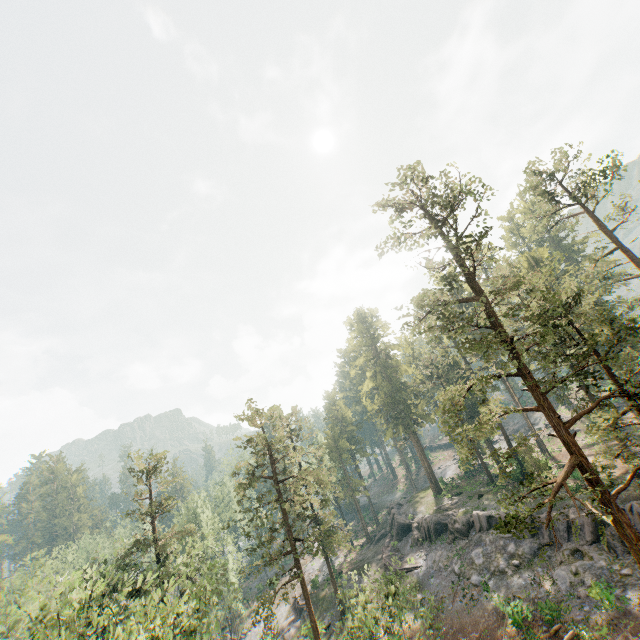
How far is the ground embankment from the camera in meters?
36.5

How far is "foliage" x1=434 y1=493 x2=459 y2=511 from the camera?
41.8m

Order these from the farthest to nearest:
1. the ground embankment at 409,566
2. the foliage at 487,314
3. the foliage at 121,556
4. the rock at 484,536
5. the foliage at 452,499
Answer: the foliage at 452,499
the ground embankment at 409,566
the rock at 484,536
the foliage at 121,556
the foliage at 487,314

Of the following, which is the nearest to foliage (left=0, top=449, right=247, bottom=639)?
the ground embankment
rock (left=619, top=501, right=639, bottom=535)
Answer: rock (left=619, top=501, right=639, bottom=535)

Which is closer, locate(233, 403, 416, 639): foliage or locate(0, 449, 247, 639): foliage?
locate(0, 449, 247, 639): foliage

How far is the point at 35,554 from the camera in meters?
35.7

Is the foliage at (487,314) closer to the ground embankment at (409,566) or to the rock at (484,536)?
the rock at (484,536)
